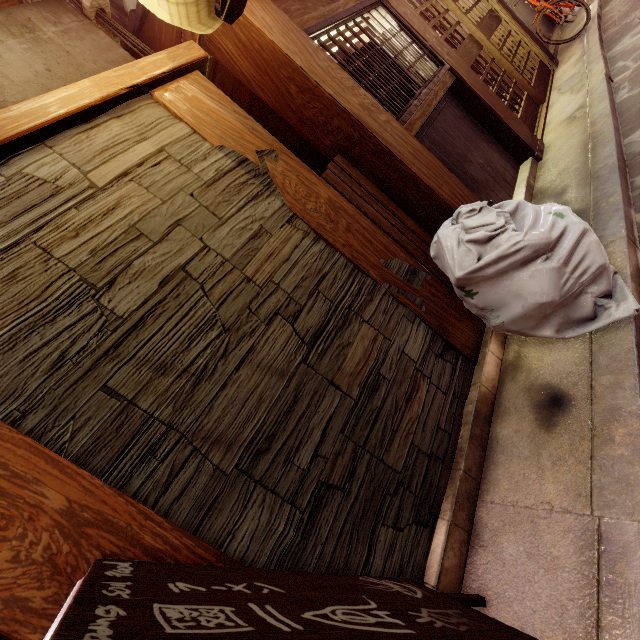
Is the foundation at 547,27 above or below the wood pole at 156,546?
below

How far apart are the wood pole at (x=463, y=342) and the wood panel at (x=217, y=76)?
0.36m

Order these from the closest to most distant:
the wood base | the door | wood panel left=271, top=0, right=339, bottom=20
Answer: the wood base → wood panel left=271, top=0, right=339, bottom=20 → the door

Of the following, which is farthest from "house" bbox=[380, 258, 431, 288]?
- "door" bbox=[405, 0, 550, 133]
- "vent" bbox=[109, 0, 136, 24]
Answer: "door" bbox=[405, 0, 550, 133]

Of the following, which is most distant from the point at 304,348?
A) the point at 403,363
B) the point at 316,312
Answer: the point at 403,363

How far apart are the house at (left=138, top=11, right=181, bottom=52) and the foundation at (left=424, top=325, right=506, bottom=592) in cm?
600

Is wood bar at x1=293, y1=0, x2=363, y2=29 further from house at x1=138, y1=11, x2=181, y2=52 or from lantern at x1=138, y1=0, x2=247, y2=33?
Result: lantern at x1=138, y1=0, x2=247, y2=33

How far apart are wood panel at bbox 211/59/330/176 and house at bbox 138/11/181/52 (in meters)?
0.49
